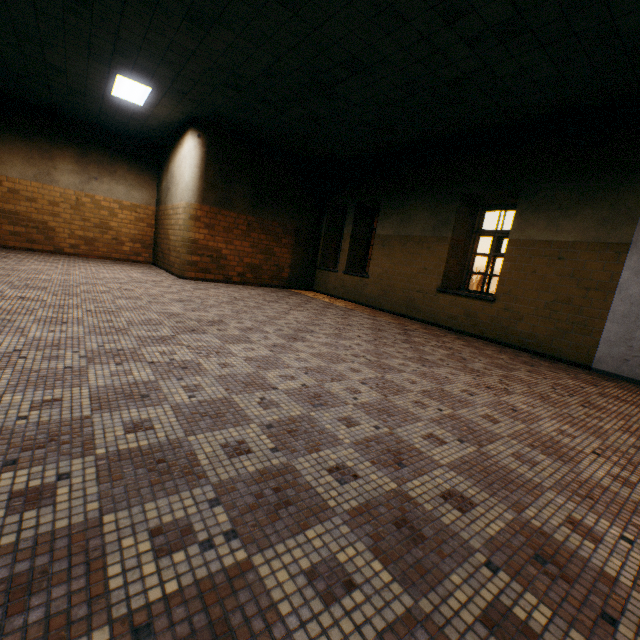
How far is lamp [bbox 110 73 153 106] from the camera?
6.51m

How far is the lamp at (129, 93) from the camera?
6.5m

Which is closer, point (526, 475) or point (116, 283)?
point (526, 475)
